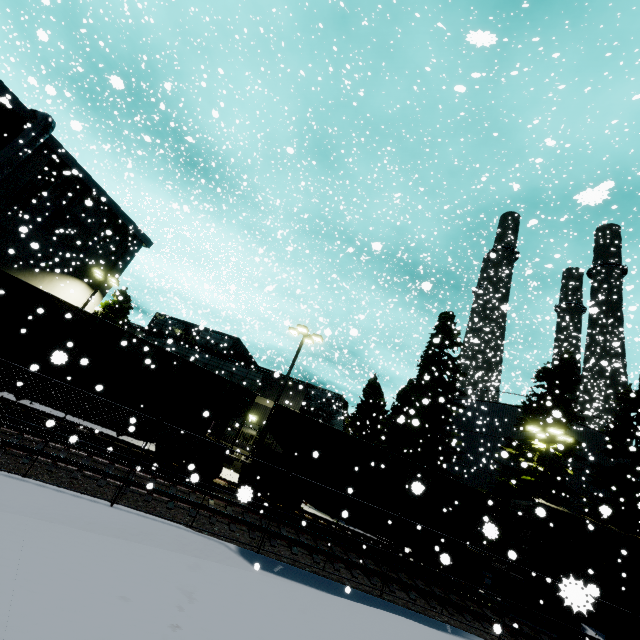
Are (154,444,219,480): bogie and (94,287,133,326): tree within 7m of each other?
no

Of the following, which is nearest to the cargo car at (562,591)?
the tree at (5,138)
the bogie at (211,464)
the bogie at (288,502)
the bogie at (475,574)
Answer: the tree at (5,138)

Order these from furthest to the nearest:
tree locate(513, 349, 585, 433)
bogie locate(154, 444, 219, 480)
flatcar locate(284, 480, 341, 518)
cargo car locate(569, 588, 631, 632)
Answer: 1. tree locate(513, 349, 585, 433)
2. flatcar locate(284, 480, 341, 518)
3. bogie locate(154, 444, 219, 480)
4. cargo car locate(569, 588, 631, 632)

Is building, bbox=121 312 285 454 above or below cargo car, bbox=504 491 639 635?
above

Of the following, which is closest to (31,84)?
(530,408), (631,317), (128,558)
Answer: (128,558)

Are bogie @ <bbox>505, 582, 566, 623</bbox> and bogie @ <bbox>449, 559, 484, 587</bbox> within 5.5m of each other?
yes

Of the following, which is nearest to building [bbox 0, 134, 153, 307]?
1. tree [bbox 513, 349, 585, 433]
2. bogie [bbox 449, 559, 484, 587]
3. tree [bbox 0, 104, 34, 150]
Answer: tree [bbox 0, 104, 34, 150]

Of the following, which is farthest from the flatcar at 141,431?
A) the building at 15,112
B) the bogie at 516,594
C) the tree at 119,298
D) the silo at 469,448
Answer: the tree at 119,298
